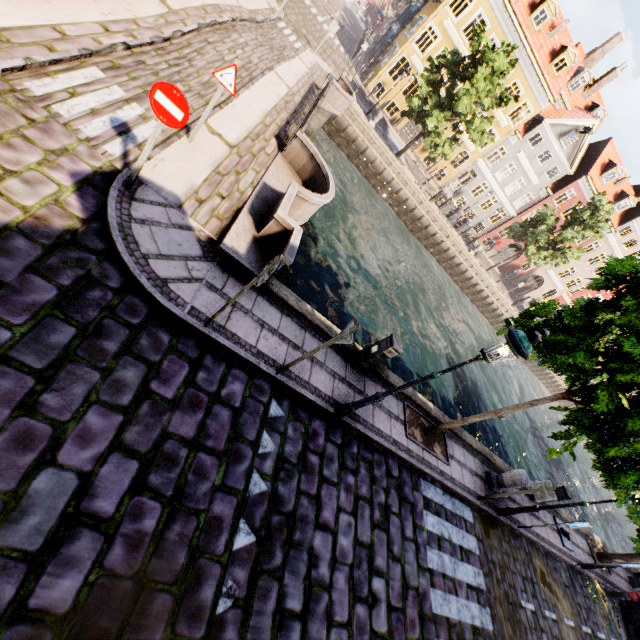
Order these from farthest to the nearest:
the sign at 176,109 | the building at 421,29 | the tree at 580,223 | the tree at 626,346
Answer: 1. the building at 421,29
2. the tree at 580,223
3. the tree at 626,346
4. the sign at 176,109

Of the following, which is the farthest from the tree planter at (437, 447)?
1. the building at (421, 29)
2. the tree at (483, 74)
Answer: the building at (421, 29)

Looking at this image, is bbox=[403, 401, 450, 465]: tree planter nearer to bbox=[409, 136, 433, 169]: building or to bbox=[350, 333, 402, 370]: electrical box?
bbox=[350, 333, 402, 370]: electrical box

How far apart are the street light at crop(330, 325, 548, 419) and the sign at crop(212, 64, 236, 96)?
6.44m

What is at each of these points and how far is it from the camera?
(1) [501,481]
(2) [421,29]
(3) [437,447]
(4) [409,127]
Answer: (1) pillar, 9.80m
(2) building, 25.45m
(3) tree planter, 8.77m
(4) building, 30.48m

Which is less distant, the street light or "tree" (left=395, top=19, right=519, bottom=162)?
the street light

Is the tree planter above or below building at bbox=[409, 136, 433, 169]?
below

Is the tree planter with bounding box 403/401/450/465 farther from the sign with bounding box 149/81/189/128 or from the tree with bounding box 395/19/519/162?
the sign with bounding box 149/81/189/128
